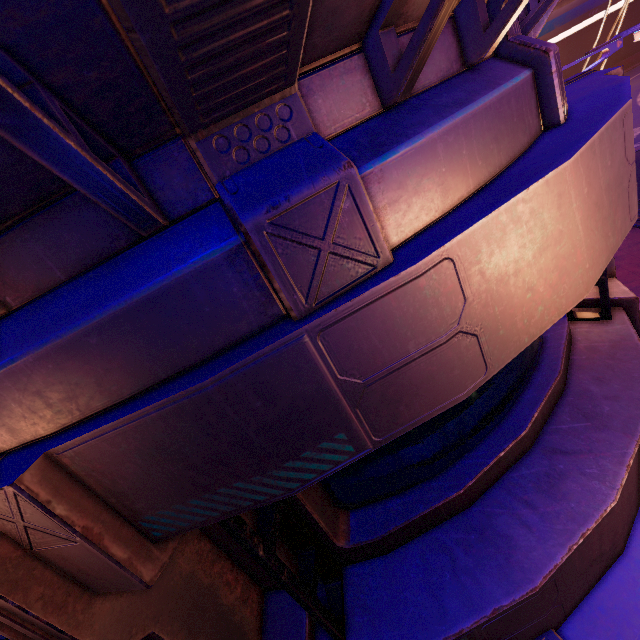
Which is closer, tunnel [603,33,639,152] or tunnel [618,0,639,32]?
tunnel [603,33,639,152]

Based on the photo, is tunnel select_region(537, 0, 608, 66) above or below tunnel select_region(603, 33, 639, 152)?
above

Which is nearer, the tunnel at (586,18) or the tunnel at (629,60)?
the tunnel at (629,60)

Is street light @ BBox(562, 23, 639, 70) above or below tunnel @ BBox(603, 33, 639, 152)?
above

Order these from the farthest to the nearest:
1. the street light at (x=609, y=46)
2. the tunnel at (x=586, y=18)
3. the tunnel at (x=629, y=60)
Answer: the tunnel at (x=586, y=18)
the tunnel at (x=629, y=60)
the street light at (x=609, y=46)

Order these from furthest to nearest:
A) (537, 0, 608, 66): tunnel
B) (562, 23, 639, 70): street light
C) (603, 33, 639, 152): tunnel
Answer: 1. (537, 0, 608, 66): tunnel
2. (603, 33, 639, 152): tunnel
3. (562, 23, 639, 70): street light

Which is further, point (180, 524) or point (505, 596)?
point (505, 596)
